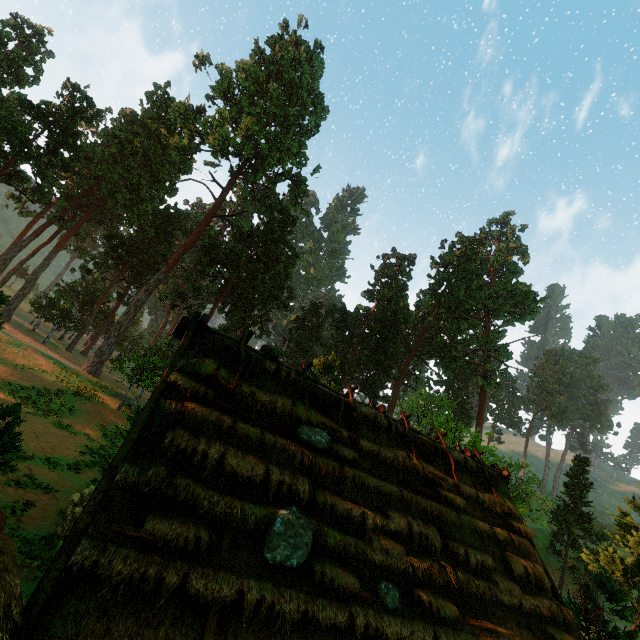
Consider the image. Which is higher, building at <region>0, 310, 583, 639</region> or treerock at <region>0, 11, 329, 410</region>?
treerock at <region>0, 11, 329, 410</region>

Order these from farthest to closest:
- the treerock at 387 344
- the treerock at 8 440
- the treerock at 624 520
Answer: the treerock at 387 344 → the treerock at 624 520 → the treerock at 8 440

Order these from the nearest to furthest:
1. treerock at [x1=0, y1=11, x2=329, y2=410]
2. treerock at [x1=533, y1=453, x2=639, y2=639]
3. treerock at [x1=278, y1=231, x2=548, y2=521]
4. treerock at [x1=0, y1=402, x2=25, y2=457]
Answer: treerock at [x1=0, y1=402, x2=25, y2=457] < treerock at [x1=533, y1=453, x2=639, y2=639] < treerock at [x1=0, y1=11, x2=329, y2=410] < treerock at [x1=278, y1=231, x2=548, y2=521]

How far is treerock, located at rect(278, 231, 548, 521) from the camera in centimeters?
4384cm

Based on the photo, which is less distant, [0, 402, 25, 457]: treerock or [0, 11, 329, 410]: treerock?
[0, 402, 25, 457]: treerock

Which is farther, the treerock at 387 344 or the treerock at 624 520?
the treerock at 387 344

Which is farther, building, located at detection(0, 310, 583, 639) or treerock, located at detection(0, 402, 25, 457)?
treerock, located at detection(0, 402, 25, 457)

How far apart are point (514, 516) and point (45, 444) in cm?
2263
